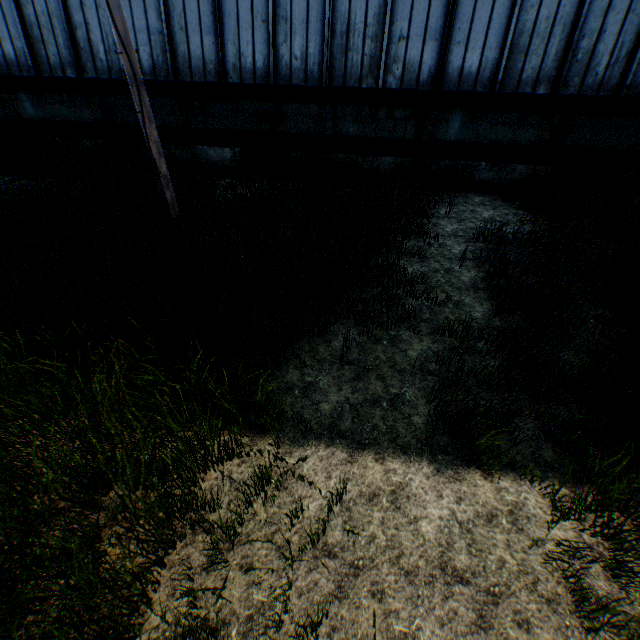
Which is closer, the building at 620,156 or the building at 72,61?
the building at 620,156

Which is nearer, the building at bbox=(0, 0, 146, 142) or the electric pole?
the electric pole

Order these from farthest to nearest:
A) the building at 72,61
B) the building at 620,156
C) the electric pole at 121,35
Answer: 1. the building at 72,61
2. the building at 620,156
3. the electric pole at 121,35

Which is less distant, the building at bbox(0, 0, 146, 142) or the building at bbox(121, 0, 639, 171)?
the building at bbox(121, 0, 639, 171)

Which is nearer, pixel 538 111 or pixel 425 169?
pixel 538 111

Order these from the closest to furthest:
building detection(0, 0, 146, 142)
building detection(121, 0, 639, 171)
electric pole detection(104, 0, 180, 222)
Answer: electric pole detection(104, 0, 180, 222) → building detection(121, 0, 639, 171) → building detection(0, 0, 146, 142)
